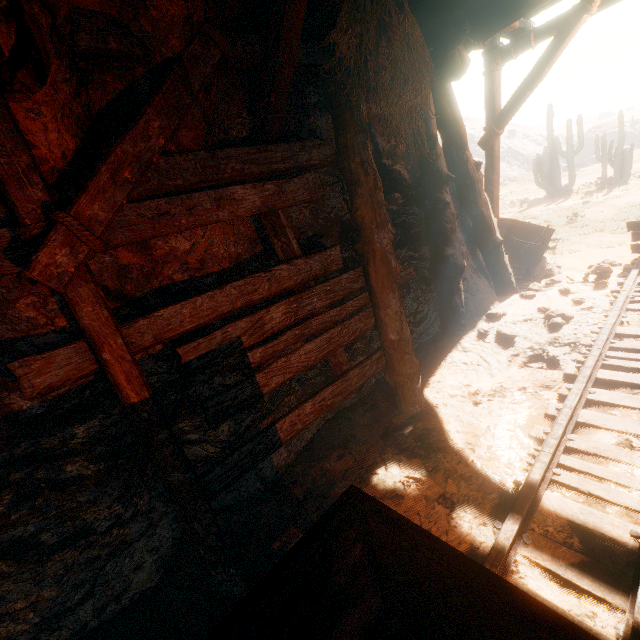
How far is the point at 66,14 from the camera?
1.7m

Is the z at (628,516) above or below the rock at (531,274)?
below

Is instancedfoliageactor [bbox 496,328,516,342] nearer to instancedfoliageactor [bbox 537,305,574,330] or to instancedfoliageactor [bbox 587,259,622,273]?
instancedfoliageactor [bbox 537,305,574,330]

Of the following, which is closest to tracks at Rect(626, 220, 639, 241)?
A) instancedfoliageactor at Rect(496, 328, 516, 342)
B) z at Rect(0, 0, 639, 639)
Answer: z at Rect(0, 0, 639, 639)

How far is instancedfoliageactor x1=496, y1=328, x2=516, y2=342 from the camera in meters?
4.9 m

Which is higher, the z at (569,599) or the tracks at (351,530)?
the tracks at (351,530)

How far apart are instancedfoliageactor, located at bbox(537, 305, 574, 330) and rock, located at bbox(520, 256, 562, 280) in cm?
236

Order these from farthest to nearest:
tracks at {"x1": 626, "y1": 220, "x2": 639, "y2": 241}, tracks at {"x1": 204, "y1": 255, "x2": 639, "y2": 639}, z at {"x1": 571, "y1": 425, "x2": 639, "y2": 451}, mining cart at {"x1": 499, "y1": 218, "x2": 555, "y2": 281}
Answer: mining cart at {"x1": 499, "y1": 218, "x2": 555, "y2": 281} → tracks at {"x1": 626, "y1": 220, "x2": 639, "y2": 241} → z at {"x1": 571, "y1": 425, "x2": 639, "y2": 451} → tracks at {"x1": 204, "y1": 255, "x2": 639, "y2": 639}
